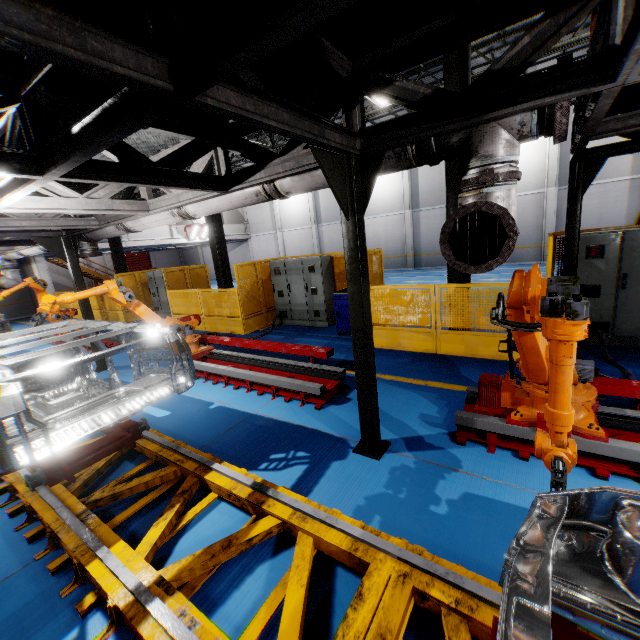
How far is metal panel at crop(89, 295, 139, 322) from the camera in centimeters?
1488cm

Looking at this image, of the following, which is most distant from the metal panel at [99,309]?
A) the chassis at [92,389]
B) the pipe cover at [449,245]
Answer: the chassis at [92,389]

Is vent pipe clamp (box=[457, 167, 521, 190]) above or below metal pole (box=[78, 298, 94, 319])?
above

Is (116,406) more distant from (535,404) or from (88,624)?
(535,404)

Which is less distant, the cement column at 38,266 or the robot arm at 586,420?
the robot arm at 586,420

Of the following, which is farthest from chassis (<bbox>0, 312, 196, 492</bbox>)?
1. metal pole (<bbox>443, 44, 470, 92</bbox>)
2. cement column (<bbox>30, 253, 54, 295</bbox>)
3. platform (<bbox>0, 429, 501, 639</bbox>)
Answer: metal pole (<bbox>443, 44, 470, 92</bbox>)

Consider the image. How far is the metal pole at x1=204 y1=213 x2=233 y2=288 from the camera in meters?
11.3
